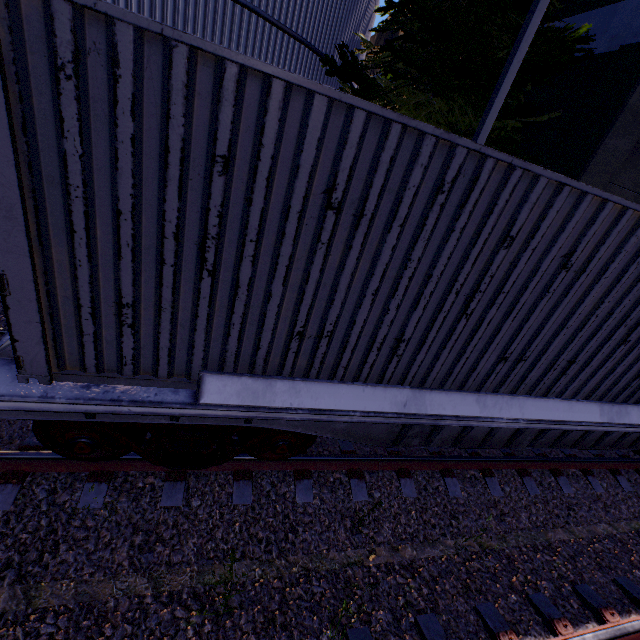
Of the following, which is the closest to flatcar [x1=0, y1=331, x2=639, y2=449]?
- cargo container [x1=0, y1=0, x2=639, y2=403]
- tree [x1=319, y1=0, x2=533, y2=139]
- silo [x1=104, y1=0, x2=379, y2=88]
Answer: cargo container [x1=0, y1=0, x2=639, y2=403]

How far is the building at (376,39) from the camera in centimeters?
1820cm

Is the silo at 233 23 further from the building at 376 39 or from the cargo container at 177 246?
the building at 376 39

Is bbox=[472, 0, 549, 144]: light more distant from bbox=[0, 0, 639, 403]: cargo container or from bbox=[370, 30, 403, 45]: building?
bbox=[0, 0, 639, 403]: cargo container

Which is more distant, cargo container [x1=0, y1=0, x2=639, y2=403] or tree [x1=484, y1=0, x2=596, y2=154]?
tree [x1=484, y1=0, x2=596, y2=154]

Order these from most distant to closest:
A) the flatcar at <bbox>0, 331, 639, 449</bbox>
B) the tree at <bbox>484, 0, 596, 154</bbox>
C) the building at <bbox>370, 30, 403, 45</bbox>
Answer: the building at <bbox>370, 30, 403, 45</bbox>, the tree at <bbox>484, 0, 596, 154</bbox>, the flatcar at <bbox>0, 331, 639, 449</bbox>

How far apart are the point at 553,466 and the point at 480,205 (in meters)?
5.41

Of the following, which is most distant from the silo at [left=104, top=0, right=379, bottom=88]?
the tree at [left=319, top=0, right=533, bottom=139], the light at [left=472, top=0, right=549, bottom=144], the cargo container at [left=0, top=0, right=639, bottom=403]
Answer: the light at [left=472, top=0, right=549, bottom=144]
